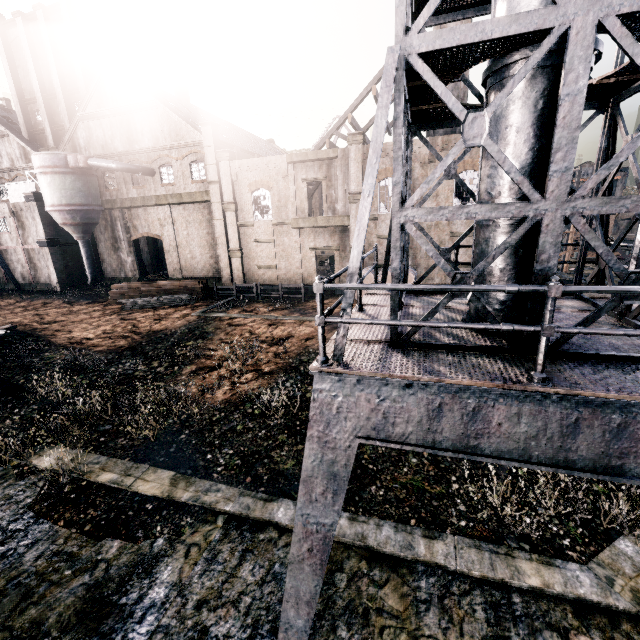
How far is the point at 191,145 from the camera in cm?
3070

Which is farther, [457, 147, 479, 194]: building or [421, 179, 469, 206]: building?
[421, 179, 469, 206]: building

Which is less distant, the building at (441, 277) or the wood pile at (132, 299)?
the building at (441, 277)

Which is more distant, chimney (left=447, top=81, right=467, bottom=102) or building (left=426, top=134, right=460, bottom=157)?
chimney (left=447, top=81, right=467, bottom=102)

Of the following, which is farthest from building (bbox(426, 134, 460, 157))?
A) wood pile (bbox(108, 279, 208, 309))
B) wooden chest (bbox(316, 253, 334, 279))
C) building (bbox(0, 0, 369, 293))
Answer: wood pile (bbox(108, 279, 208, 309))

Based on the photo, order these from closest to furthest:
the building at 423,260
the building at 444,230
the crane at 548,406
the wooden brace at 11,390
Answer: the crane at 548,406
the wooden brace at 11,390
the building at 444,230
the building at 423,260

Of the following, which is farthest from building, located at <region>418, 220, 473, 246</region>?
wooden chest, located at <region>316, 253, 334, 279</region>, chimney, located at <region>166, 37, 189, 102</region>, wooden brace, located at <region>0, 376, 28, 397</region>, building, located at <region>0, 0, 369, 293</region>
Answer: wooden brace, located at <region>0, 376, 28, 397</region>

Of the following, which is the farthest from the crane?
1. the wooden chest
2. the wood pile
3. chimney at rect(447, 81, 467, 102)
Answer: the wooden chest
